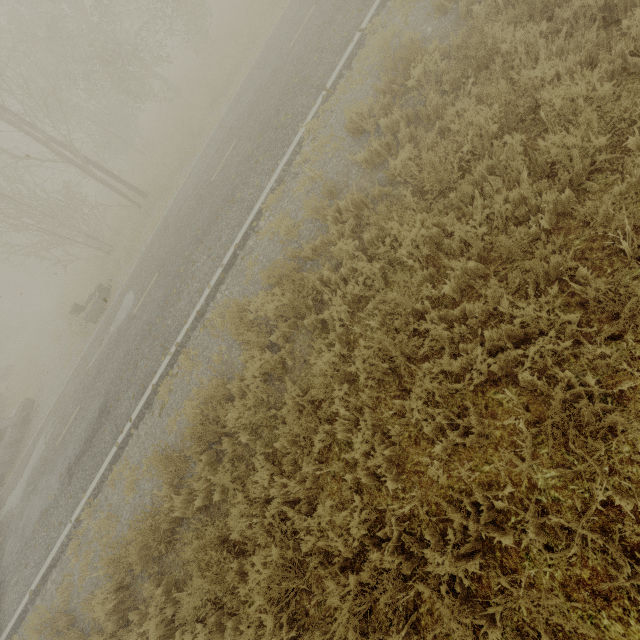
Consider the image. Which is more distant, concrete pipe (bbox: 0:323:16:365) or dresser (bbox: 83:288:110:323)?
concrete pipe (bbox: 0:323:16:365)

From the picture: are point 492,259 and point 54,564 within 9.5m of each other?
no

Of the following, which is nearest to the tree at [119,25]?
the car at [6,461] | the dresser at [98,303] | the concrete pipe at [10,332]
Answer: the dresser at [98,303]

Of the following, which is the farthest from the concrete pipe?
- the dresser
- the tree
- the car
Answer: the dresser

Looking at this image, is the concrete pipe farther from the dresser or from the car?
the dresser

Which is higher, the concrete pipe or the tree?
the tree

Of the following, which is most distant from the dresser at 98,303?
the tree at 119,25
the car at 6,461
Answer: the tree at 119,25

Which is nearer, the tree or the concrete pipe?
the tree
